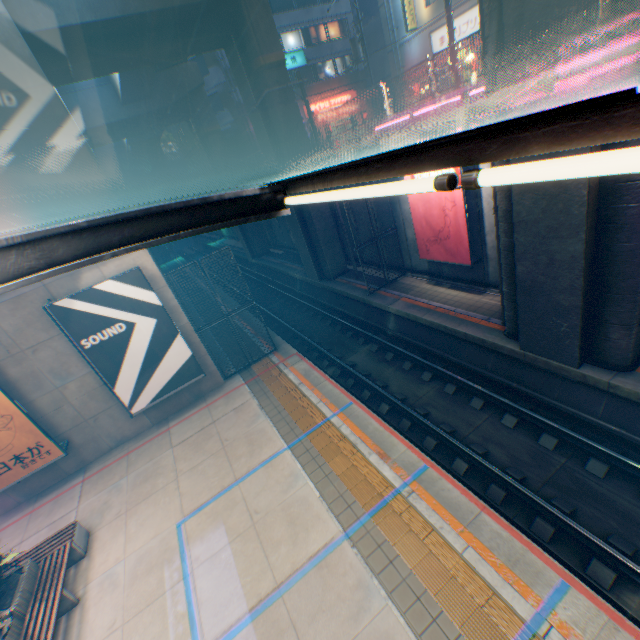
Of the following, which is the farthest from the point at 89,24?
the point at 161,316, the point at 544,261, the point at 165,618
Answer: the point at 165,618

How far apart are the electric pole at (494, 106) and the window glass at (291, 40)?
34.8m

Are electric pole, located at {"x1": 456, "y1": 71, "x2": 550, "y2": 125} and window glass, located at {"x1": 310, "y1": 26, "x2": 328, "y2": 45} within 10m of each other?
no

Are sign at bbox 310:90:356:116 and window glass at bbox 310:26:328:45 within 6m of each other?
yes

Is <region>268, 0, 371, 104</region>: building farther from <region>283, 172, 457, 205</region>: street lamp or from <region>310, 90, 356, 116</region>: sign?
<region>283, 172, 457, 205</region>: street lamp

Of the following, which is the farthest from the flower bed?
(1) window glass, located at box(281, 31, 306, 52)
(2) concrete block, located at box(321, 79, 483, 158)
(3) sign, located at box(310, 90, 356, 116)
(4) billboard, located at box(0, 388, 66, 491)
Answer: (1) window glass, located at box(281, 31, 306, 52)

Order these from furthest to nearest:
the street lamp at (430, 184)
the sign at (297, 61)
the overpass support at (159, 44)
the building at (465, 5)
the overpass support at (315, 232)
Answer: the sign at (297, 61), the building at (465, 5), the overpass support at (315, 232), the overpass support at (159, 44), the street lamp at (430, 184)

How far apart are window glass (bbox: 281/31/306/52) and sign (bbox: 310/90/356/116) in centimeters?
450cm
